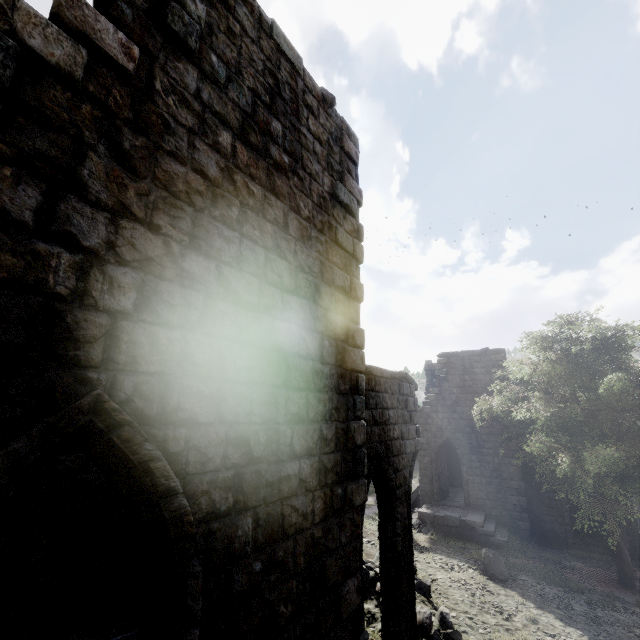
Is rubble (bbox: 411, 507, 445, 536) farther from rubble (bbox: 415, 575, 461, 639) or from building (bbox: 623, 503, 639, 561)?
rubble (bbox: 415, 575, 461, 639)

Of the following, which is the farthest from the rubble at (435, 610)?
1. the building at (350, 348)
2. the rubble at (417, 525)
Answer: the rubble at (417, 525)

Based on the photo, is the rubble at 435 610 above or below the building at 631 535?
above

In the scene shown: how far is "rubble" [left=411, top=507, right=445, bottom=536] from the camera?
17.7 meters

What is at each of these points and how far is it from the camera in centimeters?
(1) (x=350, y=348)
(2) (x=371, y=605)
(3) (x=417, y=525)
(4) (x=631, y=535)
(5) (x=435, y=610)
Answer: (1) building, 526cm
(2) rubble, 917cm
(3) rubble, 1836cm
(4) building, 1678cm
(5) rubble, 952cm

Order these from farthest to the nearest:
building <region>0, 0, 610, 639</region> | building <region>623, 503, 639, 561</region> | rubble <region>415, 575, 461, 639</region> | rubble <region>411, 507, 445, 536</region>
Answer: rubble <region>411, 507, 445, 536</region>
building <region>623, 503, 639, 561</region>
rubble <region>415, 575, 461, 639</region>
building <region>0, 0, 610, 639</region>

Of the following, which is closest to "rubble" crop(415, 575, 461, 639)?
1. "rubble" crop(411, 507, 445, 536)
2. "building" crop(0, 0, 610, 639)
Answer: "building" crop(0, 0, 610, 639)
